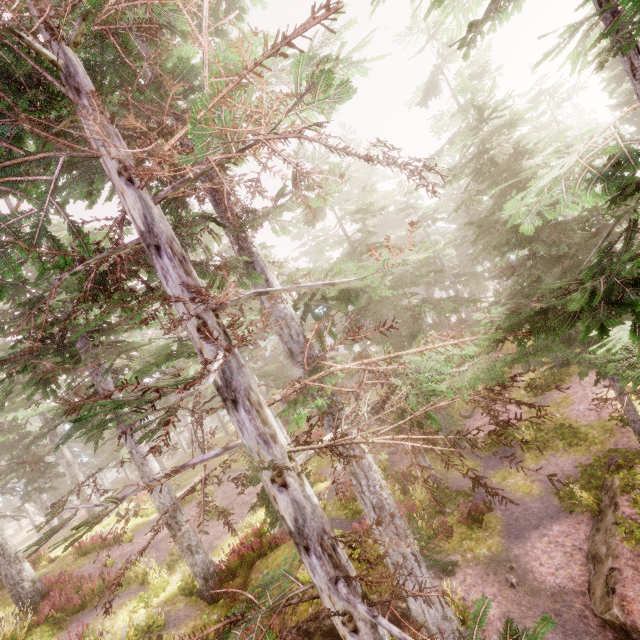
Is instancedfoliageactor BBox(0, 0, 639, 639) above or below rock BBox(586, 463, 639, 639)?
above

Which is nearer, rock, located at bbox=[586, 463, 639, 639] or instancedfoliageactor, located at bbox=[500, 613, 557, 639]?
instancedfoliageactor, located at bbox=[500, 613, 557, 639]

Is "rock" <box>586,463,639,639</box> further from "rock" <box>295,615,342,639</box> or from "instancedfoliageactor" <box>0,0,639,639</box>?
"rock" <box>295,615,342,639</box>

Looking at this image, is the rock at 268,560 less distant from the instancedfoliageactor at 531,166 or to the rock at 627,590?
the instancedfoliageactor at 531,166

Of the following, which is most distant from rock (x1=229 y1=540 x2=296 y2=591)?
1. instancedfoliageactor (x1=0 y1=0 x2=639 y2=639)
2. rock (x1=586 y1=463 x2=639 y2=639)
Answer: rock (x1=586 y1=463 x2=639 y2=639)

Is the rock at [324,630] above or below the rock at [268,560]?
below

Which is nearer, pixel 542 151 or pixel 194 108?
pixel 194 108
